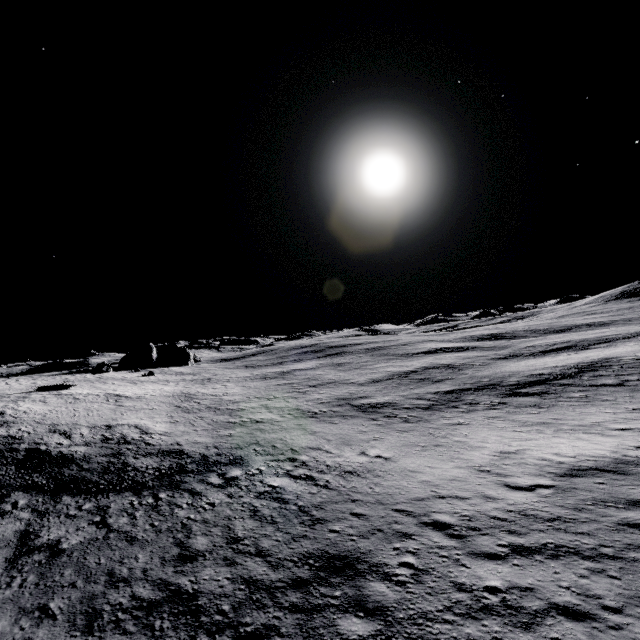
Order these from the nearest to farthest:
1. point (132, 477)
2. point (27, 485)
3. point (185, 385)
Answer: point (27, 485) < point (132, 477) < point (185, 385)
